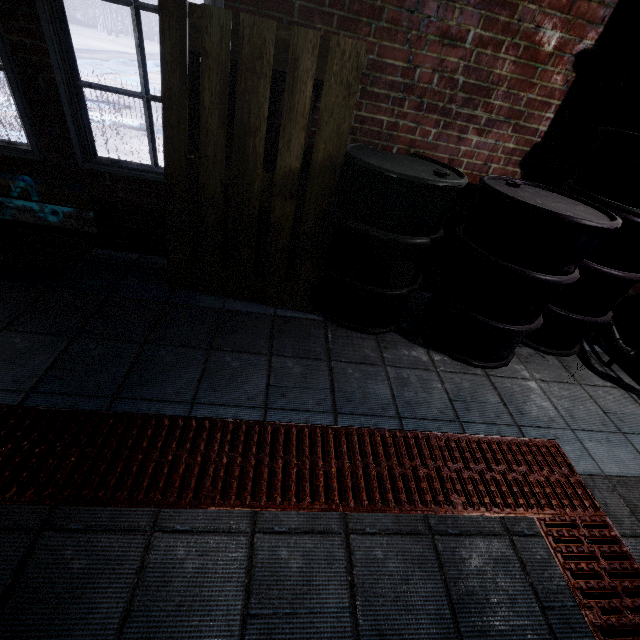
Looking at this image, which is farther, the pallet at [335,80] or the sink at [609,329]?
the sink at [609,329]

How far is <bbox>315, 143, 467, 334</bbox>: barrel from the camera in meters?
1.7

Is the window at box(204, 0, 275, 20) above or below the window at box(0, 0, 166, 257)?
above

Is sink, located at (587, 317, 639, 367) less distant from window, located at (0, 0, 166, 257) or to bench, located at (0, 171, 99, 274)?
window, located at (0, 0, 166, 257)

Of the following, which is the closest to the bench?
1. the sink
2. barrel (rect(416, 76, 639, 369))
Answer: barrel (rect(416, 76, 639, 369))

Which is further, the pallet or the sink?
the sink

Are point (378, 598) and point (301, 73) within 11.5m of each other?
yes

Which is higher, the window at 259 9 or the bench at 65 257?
the window at 259 9
